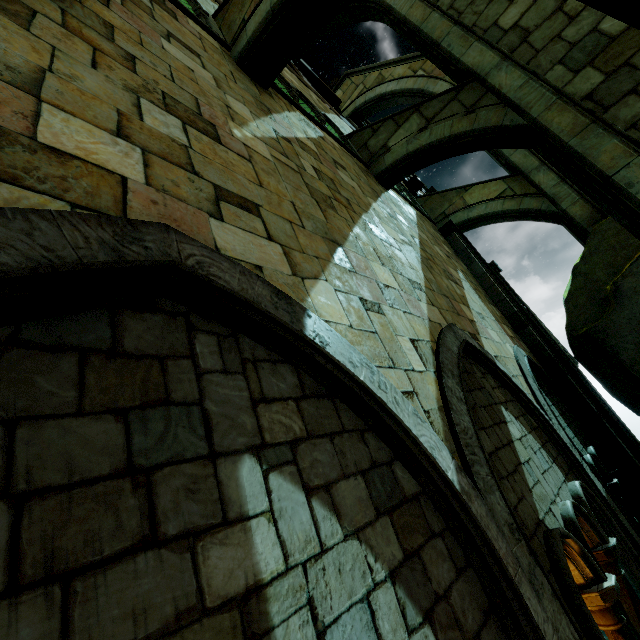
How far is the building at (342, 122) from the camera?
9.3m

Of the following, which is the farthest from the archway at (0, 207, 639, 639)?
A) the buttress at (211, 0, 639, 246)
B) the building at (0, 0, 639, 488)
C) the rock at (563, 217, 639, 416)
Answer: the buttress at (211, 0, 639, 246)

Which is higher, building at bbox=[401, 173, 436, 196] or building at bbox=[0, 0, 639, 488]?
building at bbox=[401, 173, 436, 196]

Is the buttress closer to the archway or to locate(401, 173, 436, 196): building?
locate(401, 173, 436, 196): building

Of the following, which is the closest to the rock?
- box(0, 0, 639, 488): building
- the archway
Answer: box(0, 0, 639, 488): building

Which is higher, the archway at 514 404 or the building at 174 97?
the building at 174 97

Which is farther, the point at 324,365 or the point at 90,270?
the point at 324,365

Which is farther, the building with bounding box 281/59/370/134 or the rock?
the building with bounding box 281/59/370/134
